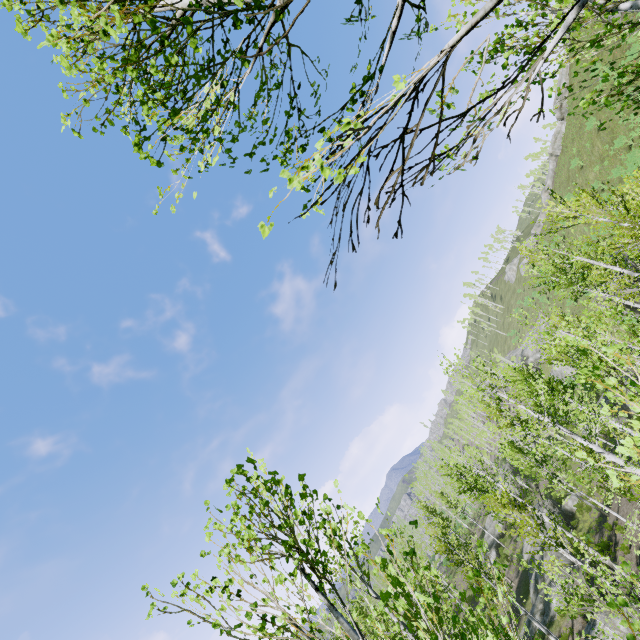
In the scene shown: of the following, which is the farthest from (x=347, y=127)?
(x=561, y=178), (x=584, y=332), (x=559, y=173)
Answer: (x=559, y=173)

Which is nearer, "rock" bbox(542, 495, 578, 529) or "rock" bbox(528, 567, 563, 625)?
"rock" bbox(528, 567, 563, 625)

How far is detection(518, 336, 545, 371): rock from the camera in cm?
5200

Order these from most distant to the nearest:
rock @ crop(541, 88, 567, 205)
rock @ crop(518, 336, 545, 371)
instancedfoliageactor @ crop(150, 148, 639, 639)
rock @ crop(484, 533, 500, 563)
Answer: rock @ crop(518, 336, 545, 371) → rock @ crop(541, 88, 567, 205) → rock @ crop(484, 533, 500, 563) → instancedfoliageactor @ crop(150, 148, 639, 639)

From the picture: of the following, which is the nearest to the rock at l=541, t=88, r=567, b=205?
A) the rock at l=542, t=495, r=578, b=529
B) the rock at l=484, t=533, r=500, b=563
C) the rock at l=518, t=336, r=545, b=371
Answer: the rock at l=518, t=336, r=545, b=371

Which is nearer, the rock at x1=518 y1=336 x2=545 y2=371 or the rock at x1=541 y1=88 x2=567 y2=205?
the rock at x1=541 y1=88 x2=567 y2=205

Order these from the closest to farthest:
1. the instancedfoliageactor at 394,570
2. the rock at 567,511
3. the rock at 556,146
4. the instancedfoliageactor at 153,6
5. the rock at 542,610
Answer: the instancedfoliageactor at 153,6
the instancedfoliageactor at 394,570
the rock at 542,610
the rock at 567,511
the rock at 556,146

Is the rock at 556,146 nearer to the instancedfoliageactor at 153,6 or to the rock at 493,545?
the instancedfoliageactor at 153,6
